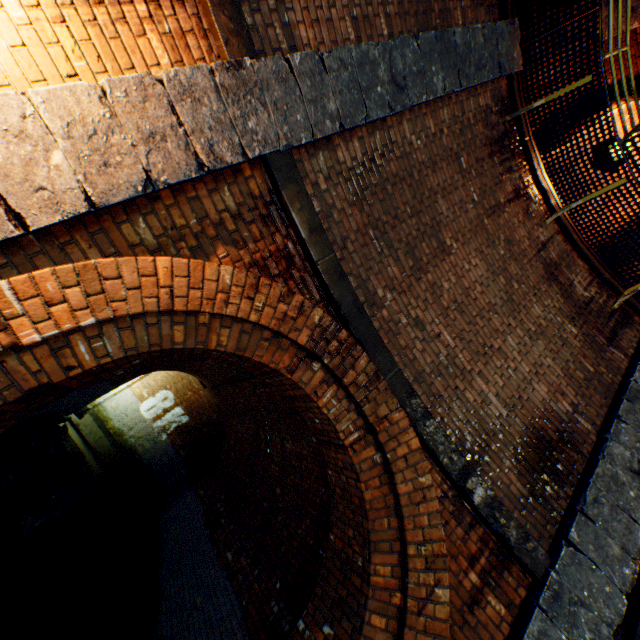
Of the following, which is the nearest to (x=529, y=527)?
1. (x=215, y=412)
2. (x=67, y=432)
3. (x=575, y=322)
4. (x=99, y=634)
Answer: (x=575, y=322)

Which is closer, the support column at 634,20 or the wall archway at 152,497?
the support column at 634,20

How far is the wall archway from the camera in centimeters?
1397cm

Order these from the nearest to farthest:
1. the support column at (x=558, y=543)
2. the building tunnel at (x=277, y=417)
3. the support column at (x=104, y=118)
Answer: the support column at (x=104, y=118), the support column at (x=558, y=543), the building tunnel at (x=277, y=417)

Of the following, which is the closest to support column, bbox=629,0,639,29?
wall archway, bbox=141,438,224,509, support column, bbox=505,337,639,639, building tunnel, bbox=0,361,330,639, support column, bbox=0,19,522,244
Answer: support column, bbox=0,19,522,244

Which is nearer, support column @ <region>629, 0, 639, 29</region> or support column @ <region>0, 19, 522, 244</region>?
support column @ <region>0, 19, 522, 244</region>

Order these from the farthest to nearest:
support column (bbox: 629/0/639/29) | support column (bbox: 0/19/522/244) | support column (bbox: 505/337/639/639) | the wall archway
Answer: the wall archway
support column (bbox: 629/0/639/29)
support column (bbox: 505/337/639/639)
support column (bbox: 0/19/522/244)

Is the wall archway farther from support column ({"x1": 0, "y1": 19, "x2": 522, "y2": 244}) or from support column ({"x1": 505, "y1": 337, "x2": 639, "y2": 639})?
support column ({"x1": 0, "y1": 19, "x2": 522, "y2": 244})
